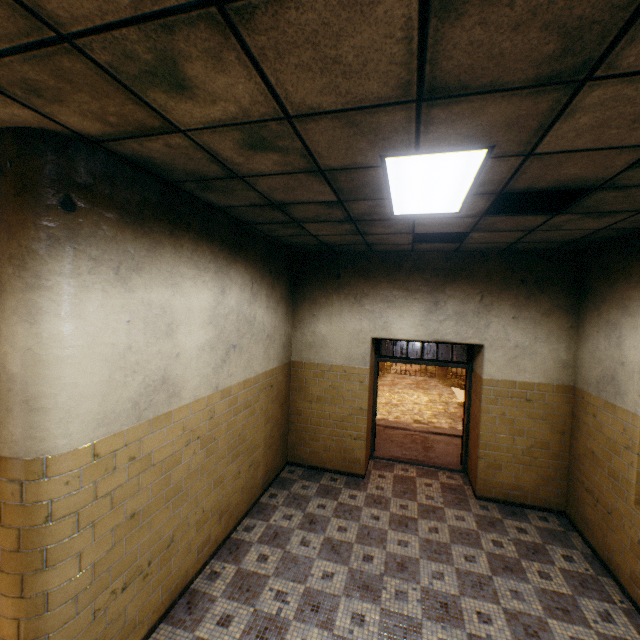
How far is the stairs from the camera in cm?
668

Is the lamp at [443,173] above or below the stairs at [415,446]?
above

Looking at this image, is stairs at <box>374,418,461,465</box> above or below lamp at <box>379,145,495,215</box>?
below

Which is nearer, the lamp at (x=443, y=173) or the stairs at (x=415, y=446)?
the lamp at (x=443, y=173)

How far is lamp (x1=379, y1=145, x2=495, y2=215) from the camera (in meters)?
2.04

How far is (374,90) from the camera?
1.5 meters

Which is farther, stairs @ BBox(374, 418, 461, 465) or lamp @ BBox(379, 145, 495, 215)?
stairs @ BBox(374, 418, 461, 465)
